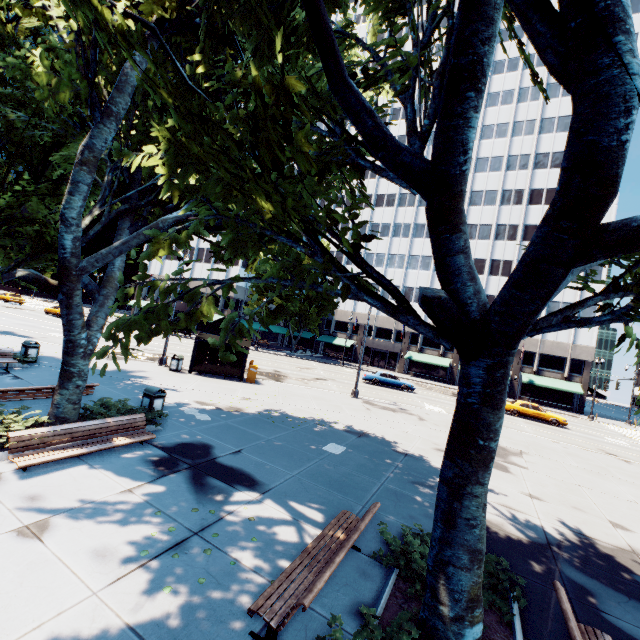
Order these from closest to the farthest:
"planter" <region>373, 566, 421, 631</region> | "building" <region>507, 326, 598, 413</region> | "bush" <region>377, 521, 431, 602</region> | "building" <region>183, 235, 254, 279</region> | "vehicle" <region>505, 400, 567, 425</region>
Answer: "planter" <region>373, 566, 421, 631</region>
"bush" <region>377, 521, 431, 602</region>
"vehicle" <region>505, 400, 567, 425</region>
"building" <region>507, 326, 598, 413</region>
"building" <region>183, 235, 254, 279</region>

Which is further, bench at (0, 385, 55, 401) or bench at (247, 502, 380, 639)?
bench at (0, 385, 55, 401)

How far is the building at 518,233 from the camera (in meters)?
47.22

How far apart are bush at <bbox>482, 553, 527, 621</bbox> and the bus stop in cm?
1503

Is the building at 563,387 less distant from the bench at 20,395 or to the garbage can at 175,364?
the garbage can at 175,364

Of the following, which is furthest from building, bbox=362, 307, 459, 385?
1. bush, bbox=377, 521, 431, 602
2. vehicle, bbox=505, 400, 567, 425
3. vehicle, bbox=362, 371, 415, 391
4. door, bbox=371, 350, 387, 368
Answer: bush, bbox=377, 521, 431, 602

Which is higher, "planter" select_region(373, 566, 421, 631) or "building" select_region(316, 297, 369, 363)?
"building" select_region(316, 297, 369, 363)

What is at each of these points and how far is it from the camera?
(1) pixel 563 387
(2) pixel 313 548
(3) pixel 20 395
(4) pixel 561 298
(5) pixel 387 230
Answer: (1) building, 41.5m
(2) bench, 5.1m
(3) bench, 9.0m
(4) building, 44.4m
(5) building, 57.0m
